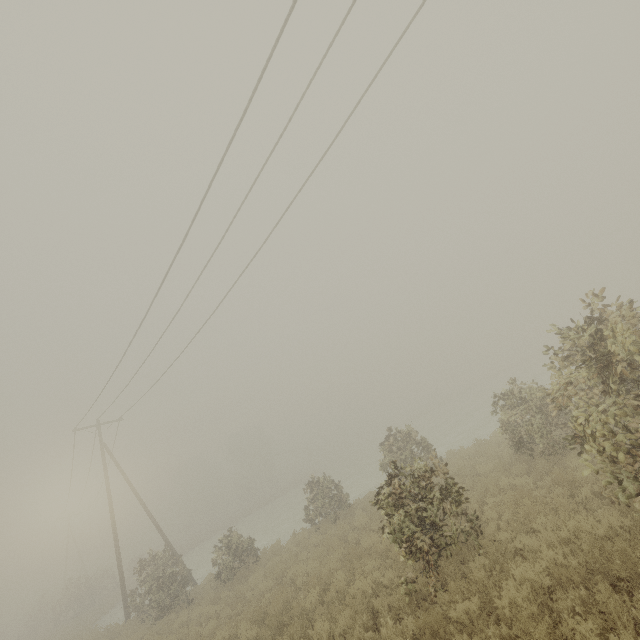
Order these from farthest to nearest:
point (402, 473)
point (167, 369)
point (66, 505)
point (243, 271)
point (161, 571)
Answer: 1. point (66, 505)
2. point (167, 369)
3. point (161, 571)
4. point (243, 271)
5. point (402, 473)
